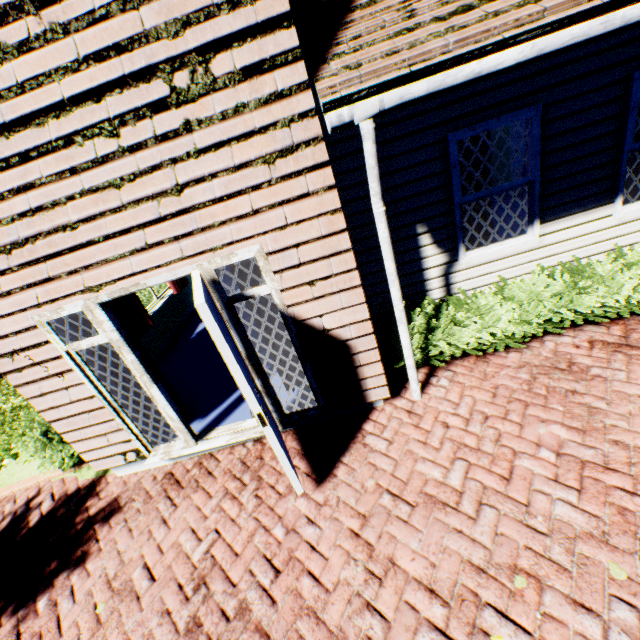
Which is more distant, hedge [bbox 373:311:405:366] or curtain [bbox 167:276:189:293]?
curtain [bbox 167:276:189:293]

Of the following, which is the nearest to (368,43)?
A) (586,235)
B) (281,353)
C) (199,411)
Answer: (281,353)

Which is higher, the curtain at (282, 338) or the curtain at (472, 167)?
the curtain at (472, 167)

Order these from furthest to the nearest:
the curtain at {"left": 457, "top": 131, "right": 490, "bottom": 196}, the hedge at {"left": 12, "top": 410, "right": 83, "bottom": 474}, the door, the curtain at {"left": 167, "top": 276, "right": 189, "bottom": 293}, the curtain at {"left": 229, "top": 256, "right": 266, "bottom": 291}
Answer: the curtain at {"left": 167, "top": 276, "right": 189, "bottom": 293} < the hedge at {"left": 12, "top": 410, "right": 83, "bottom": 474} < the curtain at {"left": 457, "top": 131, "right": 490, "bottom": 196} < the curtain at {"left": 229, "top": 256, "right": 266, "bottom": 291} < the door

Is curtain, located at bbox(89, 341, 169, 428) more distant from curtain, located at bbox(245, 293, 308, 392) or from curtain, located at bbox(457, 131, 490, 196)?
curtain, located at bbox(457, 131, 490, 196)

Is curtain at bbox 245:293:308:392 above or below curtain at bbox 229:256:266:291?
below

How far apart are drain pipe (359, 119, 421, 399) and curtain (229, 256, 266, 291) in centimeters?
104cm

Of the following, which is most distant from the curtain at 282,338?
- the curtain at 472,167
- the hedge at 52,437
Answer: the hedge at 52,437
